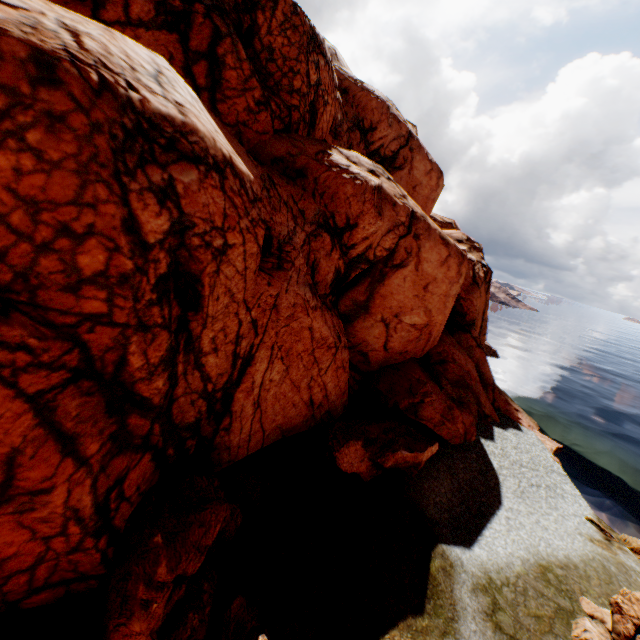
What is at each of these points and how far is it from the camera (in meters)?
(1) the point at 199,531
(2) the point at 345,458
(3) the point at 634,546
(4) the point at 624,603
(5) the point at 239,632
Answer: (1) rock, 8.18
(2) rock, 13.05
(3) rock, 17.88
(4) rock, 12.27
(5) rock, 8.44

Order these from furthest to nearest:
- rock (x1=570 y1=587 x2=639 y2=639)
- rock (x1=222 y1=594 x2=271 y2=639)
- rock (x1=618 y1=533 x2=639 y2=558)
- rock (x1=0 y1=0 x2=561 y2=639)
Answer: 1. rock (x1=618 y1=533 x2=639 y2=558)
2. rock (x1=570 y1=587 x2=639 y2=639)
3. rock (x1=222 y1=594 x2=271 y2=639)
4. rock (x1=0 y1=0 x2=561 y2=639)

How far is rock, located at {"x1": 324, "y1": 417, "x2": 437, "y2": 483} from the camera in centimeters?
1325cm

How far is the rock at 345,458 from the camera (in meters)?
13.25

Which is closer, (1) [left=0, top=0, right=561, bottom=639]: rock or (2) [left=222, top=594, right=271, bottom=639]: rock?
(1) [left=0, top=0, right=561, bottom=639]: rock

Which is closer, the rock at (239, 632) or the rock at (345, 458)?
the rock at (239, 632)
